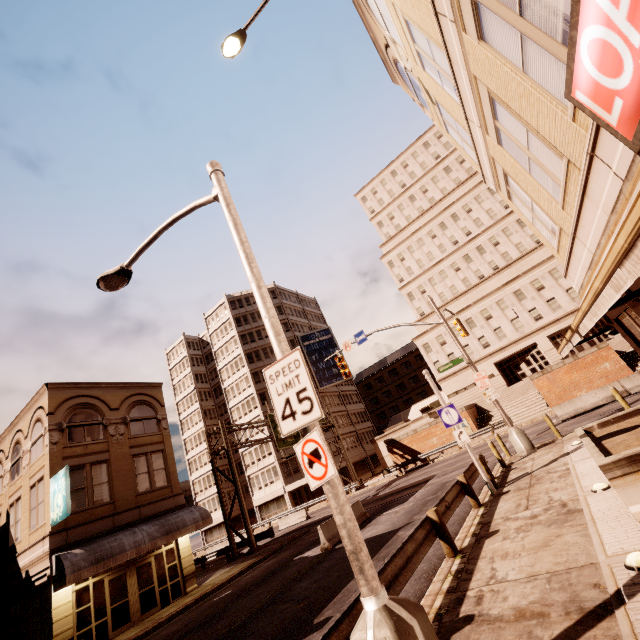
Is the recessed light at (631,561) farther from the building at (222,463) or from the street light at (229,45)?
the building at (222,463)

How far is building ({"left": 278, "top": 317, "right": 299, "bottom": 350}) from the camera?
57.5 meters

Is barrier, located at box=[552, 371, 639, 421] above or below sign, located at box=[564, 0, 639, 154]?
below

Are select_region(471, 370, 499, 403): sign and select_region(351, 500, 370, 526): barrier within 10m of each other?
yes

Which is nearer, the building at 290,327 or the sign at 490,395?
the sign at 490,395

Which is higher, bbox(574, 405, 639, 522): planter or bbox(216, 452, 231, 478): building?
bbox(216, 452, 231, 478): building

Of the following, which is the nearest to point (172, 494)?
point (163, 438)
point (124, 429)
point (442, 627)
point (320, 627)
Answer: point (163, 438)
